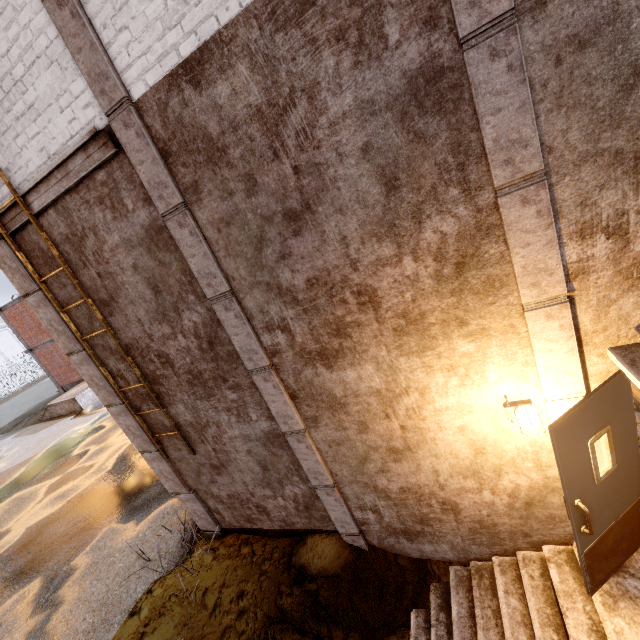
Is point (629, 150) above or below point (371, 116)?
below

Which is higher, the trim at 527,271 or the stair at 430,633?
the trim at 527,271

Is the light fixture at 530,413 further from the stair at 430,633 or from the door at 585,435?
the stair at 430,633

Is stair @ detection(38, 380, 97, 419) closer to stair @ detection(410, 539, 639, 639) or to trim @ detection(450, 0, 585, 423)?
trim @ detection(450, 0, 585, 423)

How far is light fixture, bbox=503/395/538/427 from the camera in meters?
3.0 m

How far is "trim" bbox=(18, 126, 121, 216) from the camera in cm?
322

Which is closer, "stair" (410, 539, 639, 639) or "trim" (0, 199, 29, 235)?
"stair" (410, 539, 639, 639)

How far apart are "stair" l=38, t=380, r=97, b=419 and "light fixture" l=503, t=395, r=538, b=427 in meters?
21.2 m
